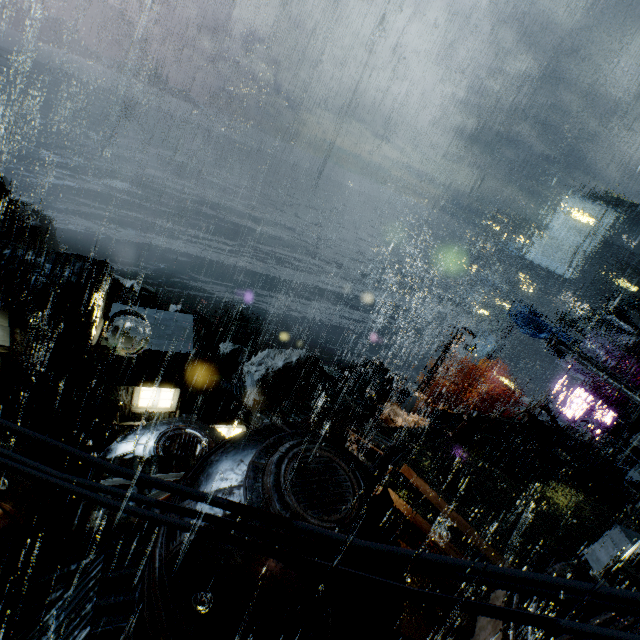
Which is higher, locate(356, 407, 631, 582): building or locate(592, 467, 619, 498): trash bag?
locate(592, 467, 619, 498): trash bag

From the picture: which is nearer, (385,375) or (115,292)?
(385,375)

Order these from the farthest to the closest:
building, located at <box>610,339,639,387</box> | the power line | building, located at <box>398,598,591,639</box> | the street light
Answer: building, located at <box>610,339,639,387</box> → the street light → building, located at <box>398,598,591,639</box> → the power line

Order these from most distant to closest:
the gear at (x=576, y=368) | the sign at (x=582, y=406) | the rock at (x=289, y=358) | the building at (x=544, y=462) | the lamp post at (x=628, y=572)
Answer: the rock at (x=289, y=358)
the gear at (x=576, y=368)
the sign at (x=582, y=406)
the building at (x=544, y=462)
the lamp post at (x=628, y=572)

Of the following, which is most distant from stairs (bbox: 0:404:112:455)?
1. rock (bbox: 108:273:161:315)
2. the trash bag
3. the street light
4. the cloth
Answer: the cloth

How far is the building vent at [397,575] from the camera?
4.3m

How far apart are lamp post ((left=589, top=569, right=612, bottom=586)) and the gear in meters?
43.2

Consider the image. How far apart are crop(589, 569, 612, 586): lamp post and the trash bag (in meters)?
16.71
